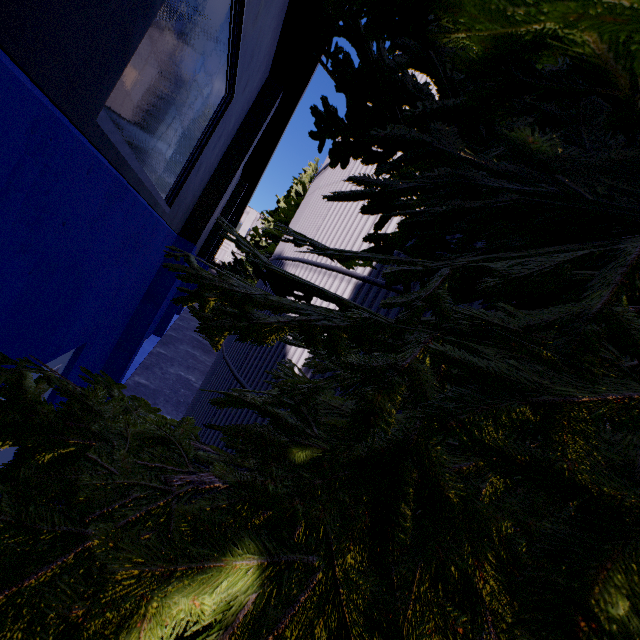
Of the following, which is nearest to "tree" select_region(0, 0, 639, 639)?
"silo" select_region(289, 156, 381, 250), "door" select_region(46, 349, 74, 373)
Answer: "silo" select_region(289, 156, 381, 250)

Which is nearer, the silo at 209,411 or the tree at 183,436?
the tree at 183,436

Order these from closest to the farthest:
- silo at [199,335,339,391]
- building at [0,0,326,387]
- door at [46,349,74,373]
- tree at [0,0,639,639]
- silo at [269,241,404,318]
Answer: tree at [0,0,639,639] → building at [0,0,326,387] → door at [46,349,74,373] → silo at [269,241,404,318] → silo at [199,335,339,391]

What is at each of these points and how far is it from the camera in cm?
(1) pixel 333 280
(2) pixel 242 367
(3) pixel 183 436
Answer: (1) silo, 639
(2) silo, 744
(3) tree, 180

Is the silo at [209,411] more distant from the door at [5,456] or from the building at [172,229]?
the door at [5,456]

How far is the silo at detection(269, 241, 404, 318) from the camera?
5.5m

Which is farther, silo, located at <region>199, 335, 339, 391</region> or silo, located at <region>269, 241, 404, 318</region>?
silo, located at <region>199, 335, 339, 391</region>

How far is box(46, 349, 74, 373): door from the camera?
4.8 meters
